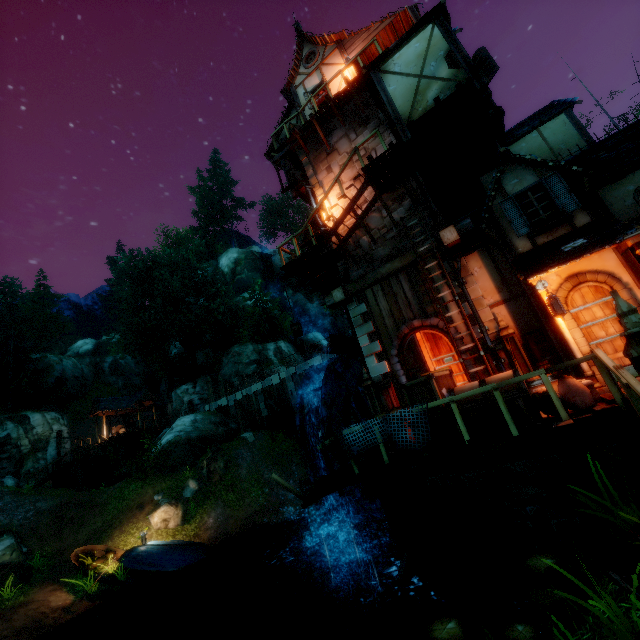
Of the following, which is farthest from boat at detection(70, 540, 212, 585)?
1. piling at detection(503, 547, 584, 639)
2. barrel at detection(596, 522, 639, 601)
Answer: barrel at detection(596, 522, 639, 601)

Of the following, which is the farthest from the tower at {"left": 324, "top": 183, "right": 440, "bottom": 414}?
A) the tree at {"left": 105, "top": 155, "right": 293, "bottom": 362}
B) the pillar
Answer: the tree at {"left": 105, "top": 155, "right": 293, "bottom": 362}

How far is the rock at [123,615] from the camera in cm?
1130

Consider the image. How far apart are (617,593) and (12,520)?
24.43m

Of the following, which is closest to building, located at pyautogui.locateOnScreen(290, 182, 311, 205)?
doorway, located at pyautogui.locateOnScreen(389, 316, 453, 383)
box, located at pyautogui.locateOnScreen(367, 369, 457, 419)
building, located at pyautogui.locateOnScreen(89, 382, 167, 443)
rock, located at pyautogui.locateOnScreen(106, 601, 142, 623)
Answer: doorway, located at pyautogui.locateOnScreen(389, 316, 453, 383)

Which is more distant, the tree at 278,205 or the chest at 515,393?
the tree at 278,205

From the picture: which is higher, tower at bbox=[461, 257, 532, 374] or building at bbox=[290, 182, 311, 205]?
building at bbox=[290, 182, 311, 205]

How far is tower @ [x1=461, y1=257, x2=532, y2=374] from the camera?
8.5m
